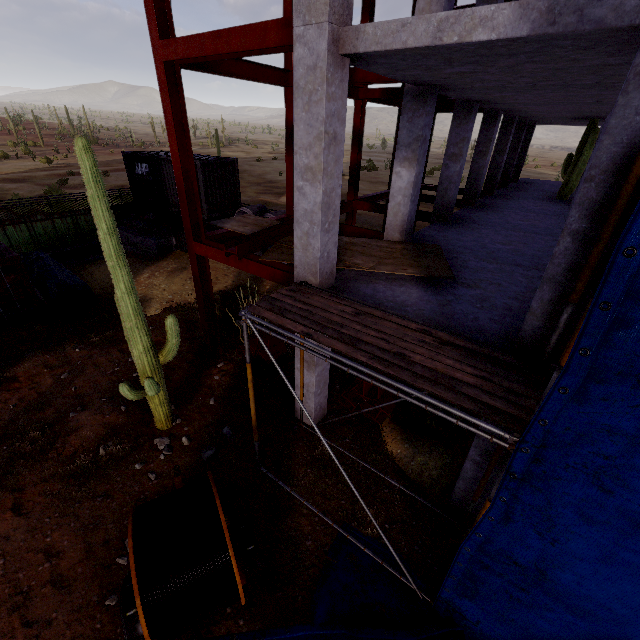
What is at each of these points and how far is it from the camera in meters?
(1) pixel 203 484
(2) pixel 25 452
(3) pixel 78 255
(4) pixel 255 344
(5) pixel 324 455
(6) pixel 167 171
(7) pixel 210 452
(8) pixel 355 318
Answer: (1) cabling winch, 4.8 m
(2) compgrassrocksplants, 7.1 m
(3) concrete beam, 16.7 m
(4) steel beam, 9.9 m
(5) compgrassrocksplants, 7.4 m
(6) cargo container, 15.9 m
(7) compgrassrocksplants, 7.3 m
(8) scaffolding, 5.0 m

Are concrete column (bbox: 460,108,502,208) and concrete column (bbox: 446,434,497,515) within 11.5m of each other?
no

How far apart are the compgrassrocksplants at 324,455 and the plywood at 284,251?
4.32m

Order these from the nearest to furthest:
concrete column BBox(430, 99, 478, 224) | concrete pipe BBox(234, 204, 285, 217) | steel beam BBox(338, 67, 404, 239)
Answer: steel beam BBox(338, 67, 404, 239), concrete column BBox(430, 99, 478, 224), concrete pipe BBox(234, 204, 285, 217)

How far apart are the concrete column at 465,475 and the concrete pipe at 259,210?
13.5 meters

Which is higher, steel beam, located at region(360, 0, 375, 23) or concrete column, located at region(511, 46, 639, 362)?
steel beam, located at region(360, 0, 375, 23)

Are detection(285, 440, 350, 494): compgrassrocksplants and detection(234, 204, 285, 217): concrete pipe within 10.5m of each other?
no

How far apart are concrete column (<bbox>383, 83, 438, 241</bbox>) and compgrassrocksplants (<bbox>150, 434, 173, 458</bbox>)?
7.7m
